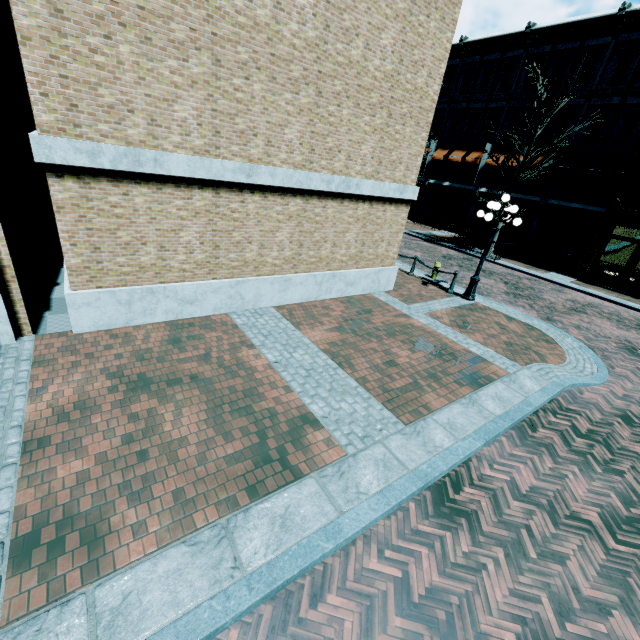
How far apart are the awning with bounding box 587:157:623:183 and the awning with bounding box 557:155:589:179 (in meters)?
0.46

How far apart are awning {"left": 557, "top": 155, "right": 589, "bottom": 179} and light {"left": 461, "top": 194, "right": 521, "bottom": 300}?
13.8 meters

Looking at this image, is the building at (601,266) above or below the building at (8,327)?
above

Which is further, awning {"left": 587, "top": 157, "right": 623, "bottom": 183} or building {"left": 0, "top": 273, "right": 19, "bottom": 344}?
→ awning {"left": 587, "top": 157, "right": 623, "bottom": 183}

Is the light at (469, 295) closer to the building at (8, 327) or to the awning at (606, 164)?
the building at (8, 327)

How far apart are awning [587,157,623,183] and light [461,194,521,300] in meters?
13.4

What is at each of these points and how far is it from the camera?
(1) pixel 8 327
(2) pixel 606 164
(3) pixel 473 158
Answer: (1) building, 5.7 meters
(2) awning, 18.9 meters
(3) awning, 24.6 meters

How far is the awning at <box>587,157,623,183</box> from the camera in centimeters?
1859cm
